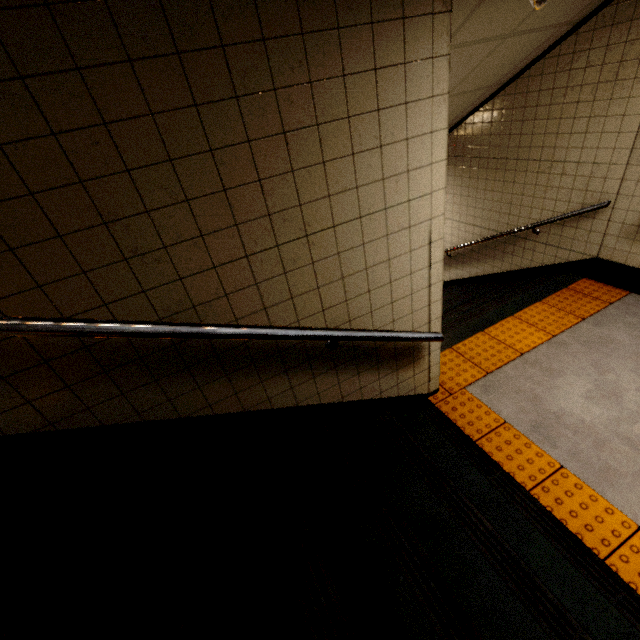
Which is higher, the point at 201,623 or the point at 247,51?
the point at 247,51

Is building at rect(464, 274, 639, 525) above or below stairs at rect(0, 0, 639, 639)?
below

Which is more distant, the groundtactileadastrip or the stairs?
the groundtactileadastrip

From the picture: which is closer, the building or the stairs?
the stairs

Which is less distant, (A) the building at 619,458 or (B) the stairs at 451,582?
(B) the stairs at 451,582

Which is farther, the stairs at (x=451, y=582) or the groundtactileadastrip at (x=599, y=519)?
the groundtactileadastrip at (x=599, y=519)

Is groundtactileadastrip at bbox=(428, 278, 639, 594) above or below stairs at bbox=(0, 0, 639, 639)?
below
